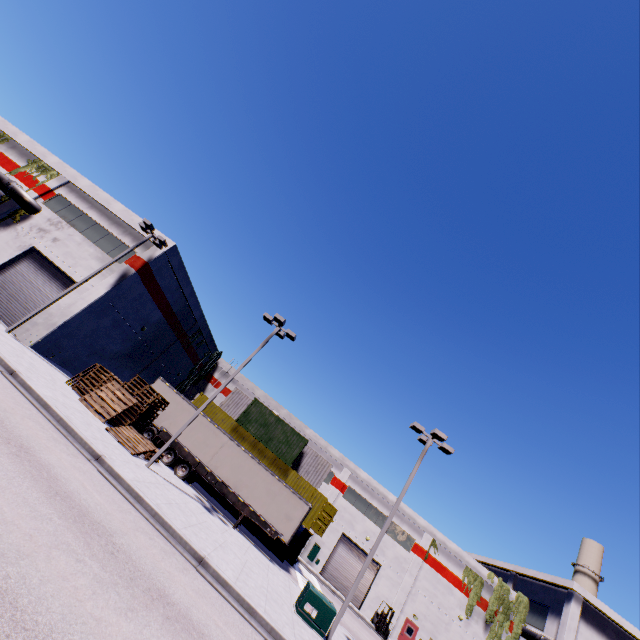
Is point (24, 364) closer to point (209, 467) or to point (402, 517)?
point (209, 467)

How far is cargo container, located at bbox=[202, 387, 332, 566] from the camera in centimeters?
2472cm

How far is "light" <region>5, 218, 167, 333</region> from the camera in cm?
1803

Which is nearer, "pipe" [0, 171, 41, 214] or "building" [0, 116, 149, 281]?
"building" [0, 116, 149, 281]

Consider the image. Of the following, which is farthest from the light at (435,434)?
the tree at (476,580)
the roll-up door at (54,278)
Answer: the tree at (476,580)

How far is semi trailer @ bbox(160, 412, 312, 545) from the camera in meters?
19.6 m

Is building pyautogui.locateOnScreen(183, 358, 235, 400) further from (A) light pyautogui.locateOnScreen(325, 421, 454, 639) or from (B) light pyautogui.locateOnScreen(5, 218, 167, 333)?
(A) light pyautogui.locateOnScreen(325, 421, 454, 639)

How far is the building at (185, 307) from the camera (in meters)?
20.44
